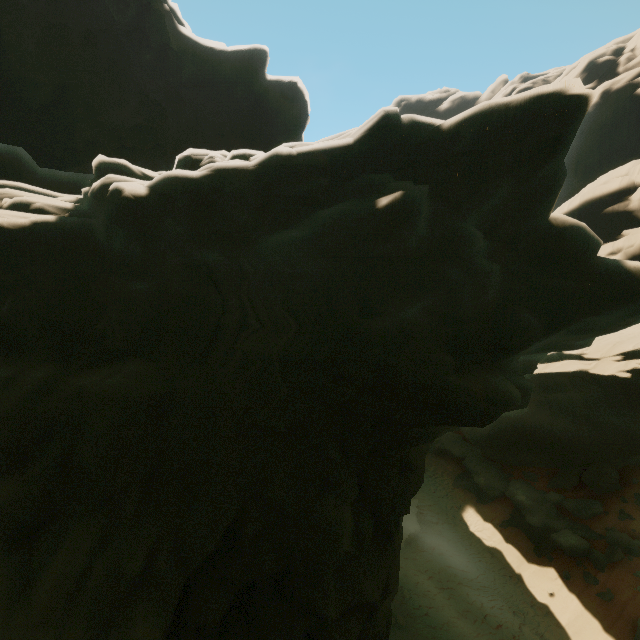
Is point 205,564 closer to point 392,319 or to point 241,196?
point 392,319
